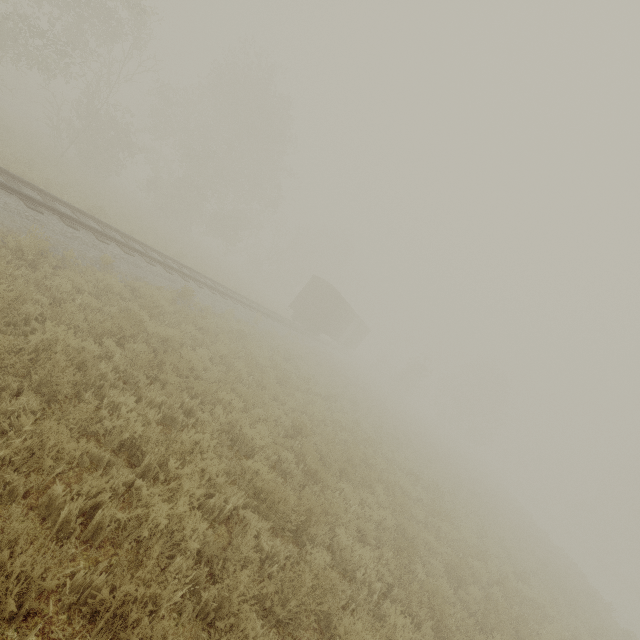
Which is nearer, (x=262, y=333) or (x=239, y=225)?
(x=262, y=333)

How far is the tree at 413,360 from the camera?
43.8m

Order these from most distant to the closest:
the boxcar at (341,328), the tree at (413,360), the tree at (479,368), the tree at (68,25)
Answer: the tree at (479,368)
the tree at (413,360)
the boxcar at (341,328)
the tree at (68,25)

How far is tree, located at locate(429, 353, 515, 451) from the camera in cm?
5019

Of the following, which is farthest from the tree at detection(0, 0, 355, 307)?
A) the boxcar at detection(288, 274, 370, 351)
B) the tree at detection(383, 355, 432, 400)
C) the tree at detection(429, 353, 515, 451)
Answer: the tree at detection(429, 353, 515, 451)

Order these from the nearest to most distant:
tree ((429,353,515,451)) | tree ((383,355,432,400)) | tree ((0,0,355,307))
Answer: tree ((0,0,355,307)) < tree ((383,355,432,400)) < tree ((429,353,515,451))

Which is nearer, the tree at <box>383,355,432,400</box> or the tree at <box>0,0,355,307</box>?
the tree at <box>0,0,355,307</box>

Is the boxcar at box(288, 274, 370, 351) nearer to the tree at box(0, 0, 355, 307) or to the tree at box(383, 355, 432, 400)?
the tree at box(383, 355, 432, 400)
